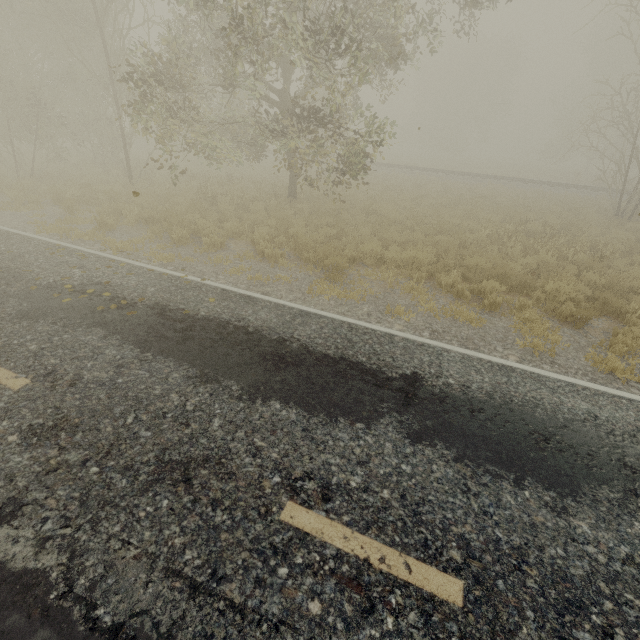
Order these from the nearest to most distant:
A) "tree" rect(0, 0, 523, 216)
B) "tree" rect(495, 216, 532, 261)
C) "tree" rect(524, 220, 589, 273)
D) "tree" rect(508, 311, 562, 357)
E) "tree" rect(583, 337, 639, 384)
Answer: "tree" rect(583, 337, 639, 384) → "tree" rect(508, 311, 562, 357) → "tree" rect(0, 0, 523, 216) → "tree" rect(524, 220, 589, 273) → "tree" rect(495, 216, 532, 261)

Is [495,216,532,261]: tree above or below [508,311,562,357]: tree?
above

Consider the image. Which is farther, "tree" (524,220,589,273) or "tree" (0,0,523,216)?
"tree" (524,220,589,273)

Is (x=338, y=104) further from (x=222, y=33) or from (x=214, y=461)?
(x=214, y=461)

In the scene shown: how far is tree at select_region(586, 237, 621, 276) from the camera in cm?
918

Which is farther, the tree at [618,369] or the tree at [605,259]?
the tree at [605,259]
